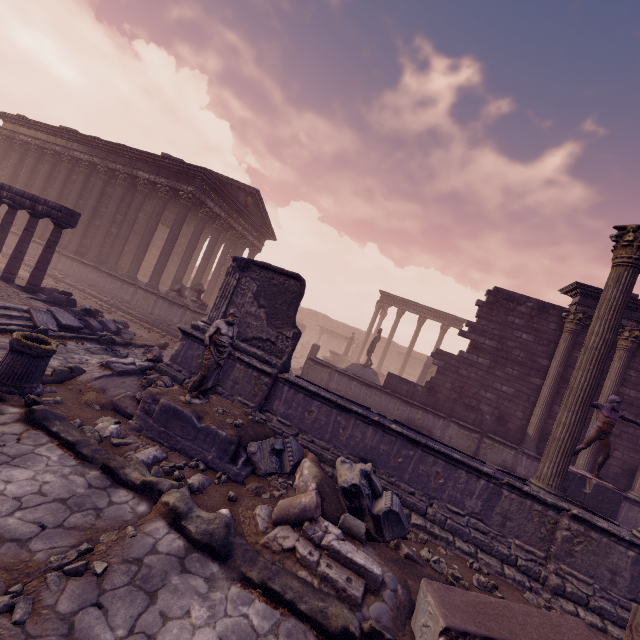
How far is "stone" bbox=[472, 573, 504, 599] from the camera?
4.94m

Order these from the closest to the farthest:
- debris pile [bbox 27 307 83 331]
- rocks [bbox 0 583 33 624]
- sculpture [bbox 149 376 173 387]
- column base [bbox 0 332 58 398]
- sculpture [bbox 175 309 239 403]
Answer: rocks [bbox 0 583 33 624] < column base [bbox 0 332 58 398] < sculpture [bbox 175 309 239 403] < sculpture [bbox 149 376 173 387] < debris pile [bbox 27 307 83 331]

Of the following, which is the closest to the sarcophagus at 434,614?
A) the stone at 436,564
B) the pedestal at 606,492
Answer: the stone at 436,564

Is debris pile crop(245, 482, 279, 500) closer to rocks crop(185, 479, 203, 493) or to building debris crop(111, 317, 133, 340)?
rocks crop(185, 479, 203, 493)

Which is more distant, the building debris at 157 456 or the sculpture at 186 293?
the sculpture at 186 293

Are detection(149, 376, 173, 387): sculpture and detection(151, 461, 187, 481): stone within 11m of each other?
yes

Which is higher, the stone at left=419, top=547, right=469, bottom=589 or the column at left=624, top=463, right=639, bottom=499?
the column at left=624, top=463, right=639, bottom=499

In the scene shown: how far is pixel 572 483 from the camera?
8.22m
